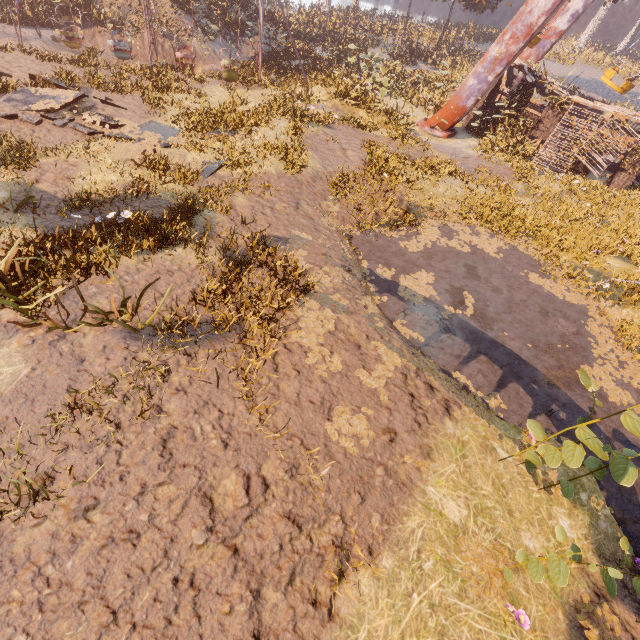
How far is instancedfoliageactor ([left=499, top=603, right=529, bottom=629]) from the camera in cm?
386

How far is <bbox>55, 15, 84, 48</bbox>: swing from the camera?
17.02m

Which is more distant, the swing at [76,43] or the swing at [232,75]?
the swing at [232,75]

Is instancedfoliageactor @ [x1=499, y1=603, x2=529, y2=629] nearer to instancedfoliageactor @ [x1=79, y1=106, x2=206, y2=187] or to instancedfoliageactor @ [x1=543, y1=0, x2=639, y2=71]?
instancedfoliageactor @ [x1=79, y1=106, x2=206, y2=187]

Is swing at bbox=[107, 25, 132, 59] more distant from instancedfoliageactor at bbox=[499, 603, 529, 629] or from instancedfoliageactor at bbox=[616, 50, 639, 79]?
instancedfoliageactor at bbox=[499, 603, 529, 629]

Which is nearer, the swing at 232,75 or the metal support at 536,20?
the metal support at 536,20

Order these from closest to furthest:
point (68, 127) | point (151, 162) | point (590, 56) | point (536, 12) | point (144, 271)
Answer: point (144, 271)
point (151, 162)
point (68, 127)
point (536, 12)
point (590, 56)

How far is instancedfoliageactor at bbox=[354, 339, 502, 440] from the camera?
6.21m
